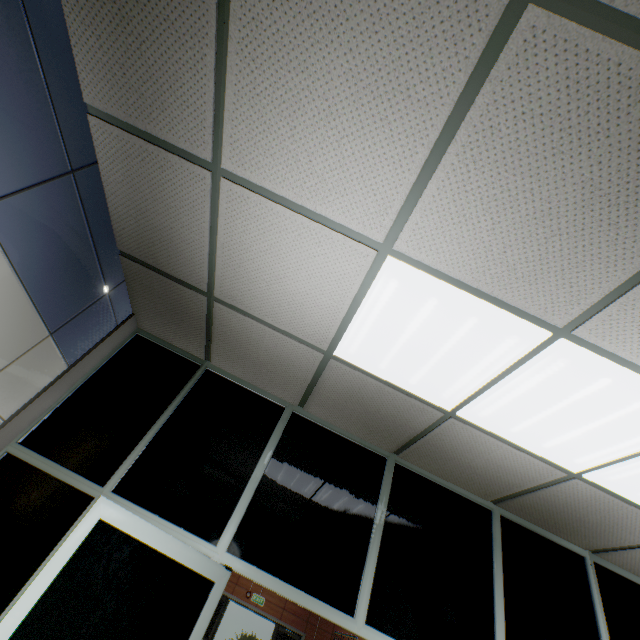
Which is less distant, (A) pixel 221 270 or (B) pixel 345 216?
(B) pixel 345 216
